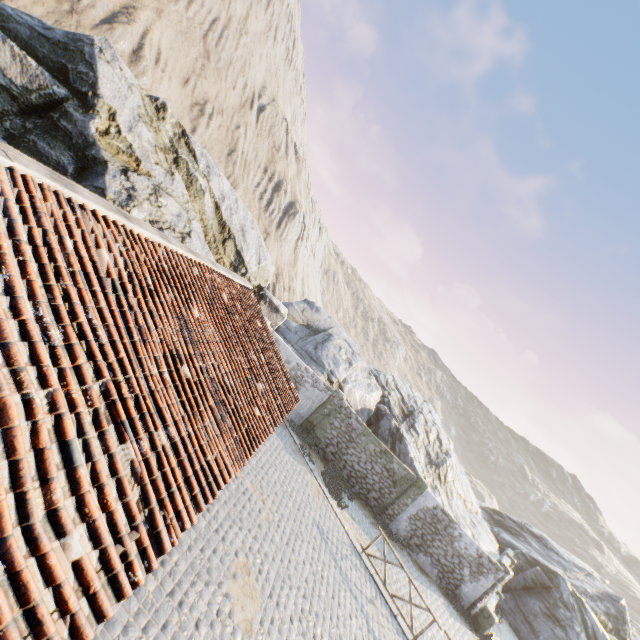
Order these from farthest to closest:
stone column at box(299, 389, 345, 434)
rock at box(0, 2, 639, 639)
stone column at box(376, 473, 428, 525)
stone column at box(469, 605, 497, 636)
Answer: stone column at box(299, 389, 345, 434), stone column at box(376, 473, 428, 525), stone column at box(469, 605, 497, 636), rock at box(0, 2, 639, 639)

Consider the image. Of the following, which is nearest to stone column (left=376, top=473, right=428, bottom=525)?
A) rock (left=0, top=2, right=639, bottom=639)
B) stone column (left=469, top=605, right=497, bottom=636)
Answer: rock (left=0, top=2, right=639, bottom=639)

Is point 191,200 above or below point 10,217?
above

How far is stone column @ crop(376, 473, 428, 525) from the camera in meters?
17.0

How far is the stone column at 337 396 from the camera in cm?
1778

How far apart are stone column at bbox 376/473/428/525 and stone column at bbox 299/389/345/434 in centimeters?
545cm

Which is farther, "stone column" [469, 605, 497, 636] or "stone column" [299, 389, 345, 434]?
"stone column" [299, 389, 345, 434]

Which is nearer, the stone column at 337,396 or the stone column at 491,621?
the stone column at 491,621
